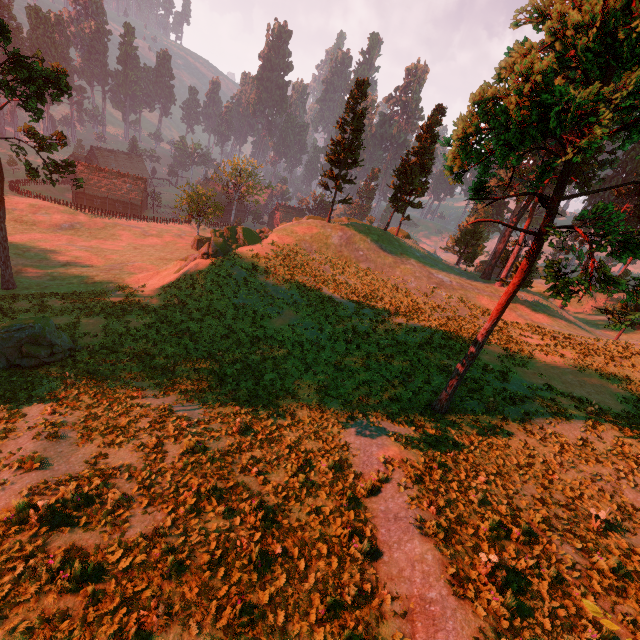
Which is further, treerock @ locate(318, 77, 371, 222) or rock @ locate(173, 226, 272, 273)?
treerock @ locate(318, 77, 371, 222)

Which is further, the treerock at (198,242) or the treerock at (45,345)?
the treerock at (198,242)

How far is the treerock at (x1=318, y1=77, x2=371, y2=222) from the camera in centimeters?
3697cm

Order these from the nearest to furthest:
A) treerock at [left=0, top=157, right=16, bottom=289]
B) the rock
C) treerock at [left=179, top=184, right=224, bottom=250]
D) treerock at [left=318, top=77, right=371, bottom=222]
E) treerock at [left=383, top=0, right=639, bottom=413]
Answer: treerock at [left=383, top=0, right=639, bottom=413] → treerock at [left=0, top=157, right=16, bottom=289] → the rock → treerock at [left=318, top=77, right=371, bottom=222] → treerock at [left=179, top=184, right=224, bottom=250]

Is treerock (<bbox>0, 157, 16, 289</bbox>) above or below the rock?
below

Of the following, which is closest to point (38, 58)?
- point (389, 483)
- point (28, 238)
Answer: point (28, 238)

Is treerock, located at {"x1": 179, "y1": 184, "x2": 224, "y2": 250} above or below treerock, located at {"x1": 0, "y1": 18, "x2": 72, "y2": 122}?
below

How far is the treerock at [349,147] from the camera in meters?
37.0
